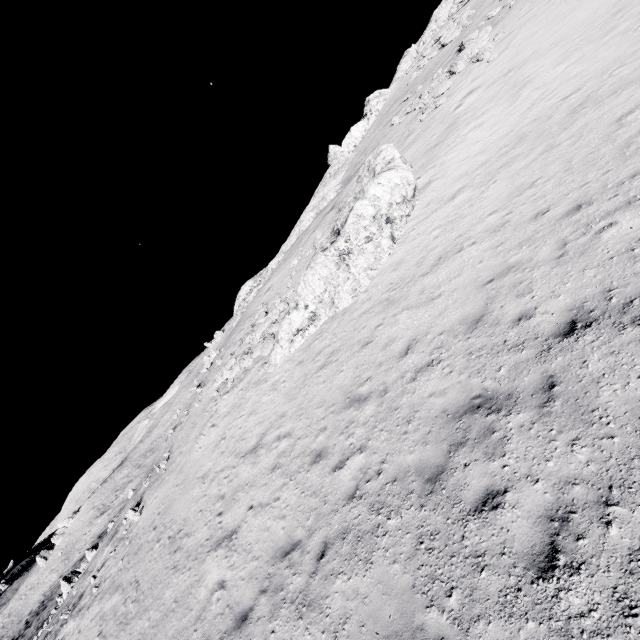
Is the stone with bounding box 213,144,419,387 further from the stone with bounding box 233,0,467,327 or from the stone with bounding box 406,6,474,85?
the stone with bounding box 406,6,474,85

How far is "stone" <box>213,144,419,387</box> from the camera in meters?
14.7 m

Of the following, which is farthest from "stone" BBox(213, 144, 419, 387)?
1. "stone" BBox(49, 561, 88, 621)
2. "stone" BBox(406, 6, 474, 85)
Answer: "stone" BBox(49, 561, 88, 621)

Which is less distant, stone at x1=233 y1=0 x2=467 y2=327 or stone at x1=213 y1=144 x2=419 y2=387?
stone at x1=213 y1=144 x2=419 y2=387

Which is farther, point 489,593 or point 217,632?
point 217,632

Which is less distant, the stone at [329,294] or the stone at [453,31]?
the stone at [329,294]

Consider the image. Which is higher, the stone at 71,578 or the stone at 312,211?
the stone at 312,211

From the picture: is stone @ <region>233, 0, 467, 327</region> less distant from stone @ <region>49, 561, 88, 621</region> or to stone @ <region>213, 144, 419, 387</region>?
stone @ <region>213, 144, 419, 387</region>
